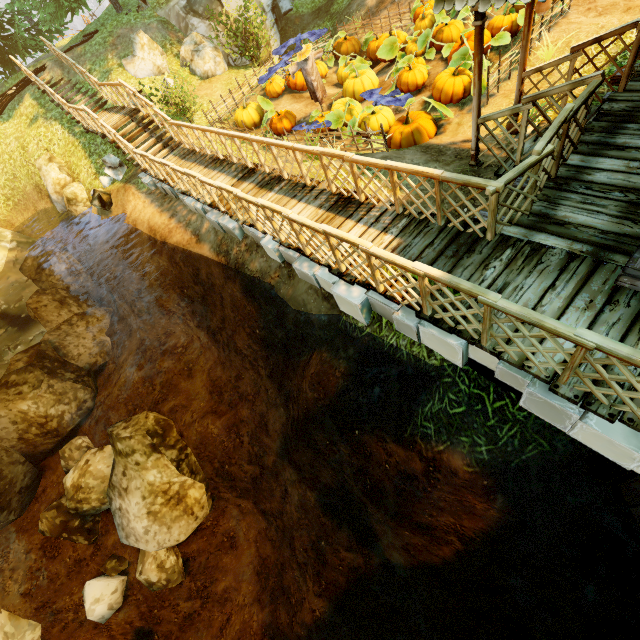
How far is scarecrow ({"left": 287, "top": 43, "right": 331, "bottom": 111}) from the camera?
9.9m

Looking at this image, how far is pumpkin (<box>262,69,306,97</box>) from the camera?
12.8 meters

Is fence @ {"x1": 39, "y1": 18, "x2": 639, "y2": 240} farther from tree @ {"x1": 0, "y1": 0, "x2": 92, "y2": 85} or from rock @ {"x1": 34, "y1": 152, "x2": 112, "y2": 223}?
tree @ {"x1": 0, "y1": 0, "x2": 92, "y2": 85}

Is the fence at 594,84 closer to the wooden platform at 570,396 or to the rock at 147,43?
the wooden platform at 570,396

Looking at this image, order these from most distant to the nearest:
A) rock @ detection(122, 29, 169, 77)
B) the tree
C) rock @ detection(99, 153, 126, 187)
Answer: the tree → rock @ detection(122, 29, 169, 77) → rock @ detection(99, 153, 126, 187)

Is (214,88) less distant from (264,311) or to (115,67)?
(115,67)

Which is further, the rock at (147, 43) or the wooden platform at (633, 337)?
the rock at (147, 43)

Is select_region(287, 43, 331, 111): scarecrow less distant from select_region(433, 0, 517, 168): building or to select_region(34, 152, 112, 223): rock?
select_region(433, 0, 517, 168): building
